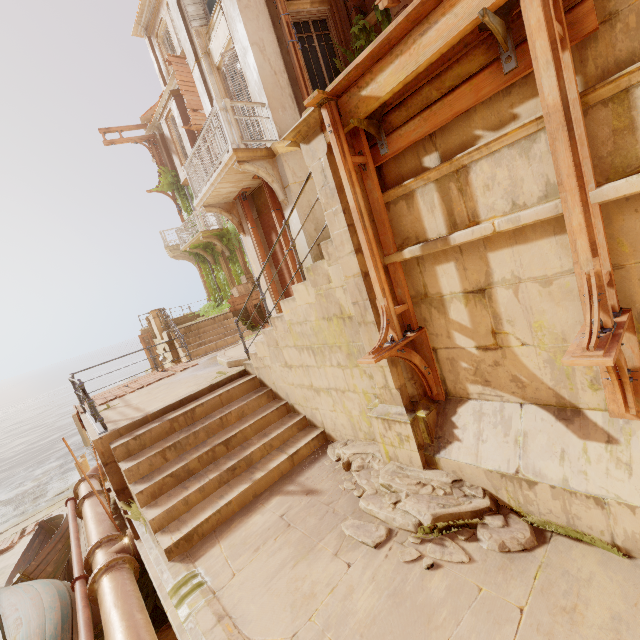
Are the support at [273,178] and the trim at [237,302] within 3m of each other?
no

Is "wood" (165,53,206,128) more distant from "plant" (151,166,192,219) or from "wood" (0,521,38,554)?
"wood" (0,521,38,554)

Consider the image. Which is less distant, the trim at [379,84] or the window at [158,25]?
the trim at [379,84]

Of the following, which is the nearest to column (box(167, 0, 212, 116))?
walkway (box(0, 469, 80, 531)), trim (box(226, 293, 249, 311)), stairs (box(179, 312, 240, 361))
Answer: stairs (box(179, 312, 240, 361))

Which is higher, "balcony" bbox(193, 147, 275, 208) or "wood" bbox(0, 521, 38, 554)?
"balcony" bbox(193, 147, 275, 208)

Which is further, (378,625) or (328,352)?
(328,352)

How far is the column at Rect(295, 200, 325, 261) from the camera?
7.8 meters

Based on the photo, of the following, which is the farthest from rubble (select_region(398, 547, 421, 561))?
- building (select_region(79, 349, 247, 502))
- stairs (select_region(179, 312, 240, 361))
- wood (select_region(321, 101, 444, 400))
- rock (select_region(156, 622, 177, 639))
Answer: building (select_region(79, 349, 247, 502))
